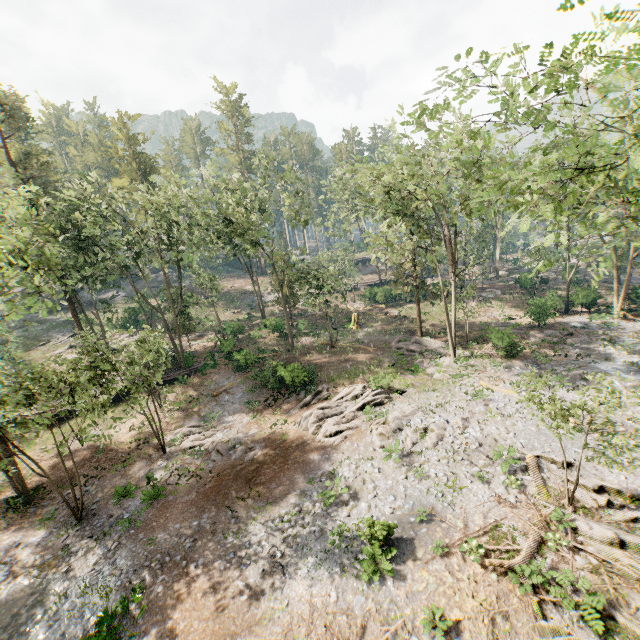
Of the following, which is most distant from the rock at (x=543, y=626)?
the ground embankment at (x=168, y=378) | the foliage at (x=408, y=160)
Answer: the ground embankment at (x=168, y=378)

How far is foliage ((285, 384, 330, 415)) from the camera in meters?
24.6 m

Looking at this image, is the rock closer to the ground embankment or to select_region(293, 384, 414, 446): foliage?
select_region(293, 384, 414, 446): foliage

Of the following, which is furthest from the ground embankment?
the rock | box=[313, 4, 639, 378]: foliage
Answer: the rock

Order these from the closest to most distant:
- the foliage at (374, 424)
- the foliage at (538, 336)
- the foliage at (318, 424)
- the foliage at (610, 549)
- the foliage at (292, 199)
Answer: the foliage at (610, 549)
the foliage at (374, 424)
the foliage at (318, 424)
the foliage at (538, 336)
the foliage at (292, 199)

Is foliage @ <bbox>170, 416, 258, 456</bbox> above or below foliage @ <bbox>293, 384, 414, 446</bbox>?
below

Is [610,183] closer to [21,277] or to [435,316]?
[435,316]

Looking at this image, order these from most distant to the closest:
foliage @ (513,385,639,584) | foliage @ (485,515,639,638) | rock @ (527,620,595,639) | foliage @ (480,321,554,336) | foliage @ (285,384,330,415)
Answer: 1. foliage @ (480,321,554,336)
2. foliage @ (285,384,330,415)
3. foliage @ (513,385,639,584)
4. foliage @ (485,515,639,638)
5. rock @ (527,620,595,639)
